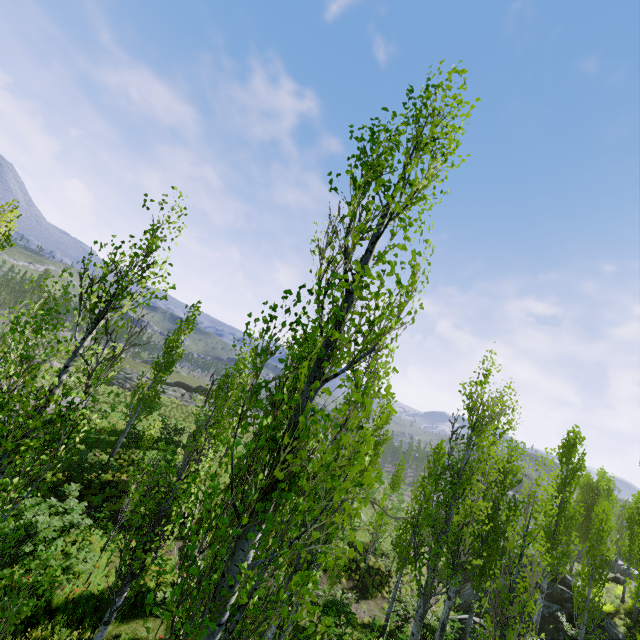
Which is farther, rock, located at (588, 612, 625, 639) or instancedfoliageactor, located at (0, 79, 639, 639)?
rock, located at (588, 612, 625, 639)

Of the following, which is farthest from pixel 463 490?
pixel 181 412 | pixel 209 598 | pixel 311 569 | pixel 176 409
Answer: pixel 176 409

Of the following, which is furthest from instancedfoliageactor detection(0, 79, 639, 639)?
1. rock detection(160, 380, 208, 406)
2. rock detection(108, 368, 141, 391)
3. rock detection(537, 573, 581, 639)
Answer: rock detection(108, 368, 141, 391)

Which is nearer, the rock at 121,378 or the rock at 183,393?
the rock at 121,378

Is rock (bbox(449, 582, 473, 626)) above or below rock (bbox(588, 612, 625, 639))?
below

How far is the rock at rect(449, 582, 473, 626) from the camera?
17.65m

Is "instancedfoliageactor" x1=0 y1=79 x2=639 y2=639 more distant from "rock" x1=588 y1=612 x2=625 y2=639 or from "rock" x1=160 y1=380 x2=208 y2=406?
"rock" x1=588 y1=612 x2=625 y2=639

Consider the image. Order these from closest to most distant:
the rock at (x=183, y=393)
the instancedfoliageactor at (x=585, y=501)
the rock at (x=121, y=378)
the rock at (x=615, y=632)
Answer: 1. the instancedfoliageactor at (x=585, y=501)
2. the rock at (x=615, y=632)
3. the rock at (x=121, y=378)
4. the rock at (x=183, y=393)
